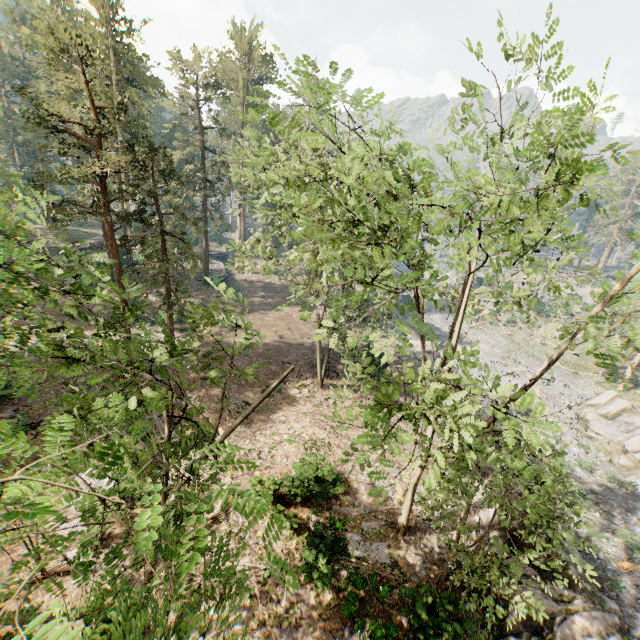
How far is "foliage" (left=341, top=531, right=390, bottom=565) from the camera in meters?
14.4

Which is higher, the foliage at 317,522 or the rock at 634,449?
the foliage at 317,522

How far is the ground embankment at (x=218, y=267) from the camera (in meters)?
44.22

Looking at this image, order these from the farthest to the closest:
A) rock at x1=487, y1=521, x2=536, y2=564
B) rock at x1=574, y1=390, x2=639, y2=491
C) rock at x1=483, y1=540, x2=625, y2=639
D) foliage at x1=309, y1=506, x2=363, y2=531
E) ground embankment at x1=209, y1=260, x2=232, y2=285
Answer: ground embankment at x1=209, y1=260, x2=232, y2=285 → rock at x1=574, y1=390, x2=639, y2=491 → rock at x1=487, y1=521, x2=536, y2=564 → foliage at x1=309, y1=506, x2=363, y2=531 → rock at x1=483, y1=540, x2=625, y2=639

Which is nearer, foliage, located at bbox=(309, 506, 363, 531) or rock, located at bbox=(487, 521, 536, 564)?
foliage, located at bbox=(309, 506, 363, 531)

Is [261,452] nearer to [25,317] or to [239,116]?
[25,317]

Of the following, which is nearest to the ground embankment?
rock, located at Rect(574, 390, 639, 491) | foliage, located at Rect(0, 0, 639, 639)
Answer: foliage, located at Rect(0, 0, 639, 639)

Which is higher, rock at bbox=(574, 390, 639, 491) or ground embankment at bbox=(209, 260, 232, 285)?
ground embankment at bbox=(209, 260, 232, 285)
